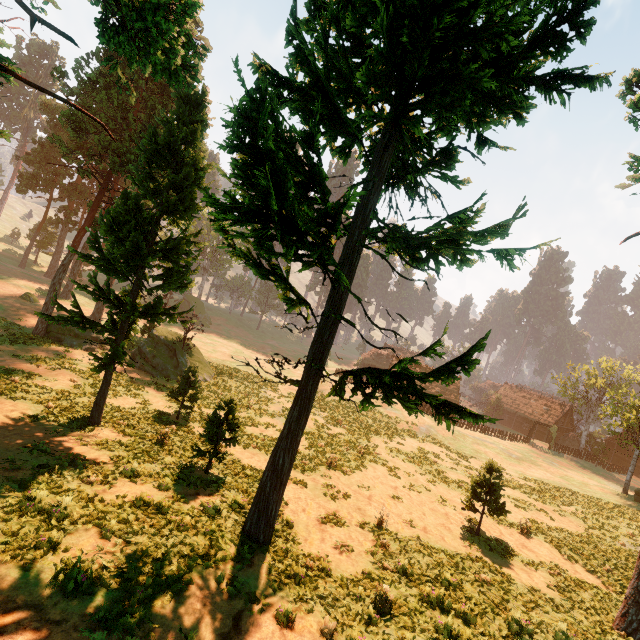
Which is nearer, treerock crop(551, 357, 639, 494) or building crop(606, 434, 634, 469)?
treerock crop(551, 357, 639, 494)

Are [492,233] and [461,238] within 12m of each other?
yes

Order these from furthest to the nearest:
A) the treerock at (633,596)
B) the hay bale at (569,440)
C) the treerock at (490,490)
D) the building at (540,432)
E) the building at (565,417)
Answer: the building at (565,417) < the building at (540,432) < the hay bale at (569,440) < the treerock at (490,490) < the treerock at (633,596)

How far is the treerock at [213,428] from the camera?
13.3m

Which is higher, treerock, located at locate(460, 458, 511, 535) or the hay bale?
treerock, located at locate(460, 458, 511, 535)

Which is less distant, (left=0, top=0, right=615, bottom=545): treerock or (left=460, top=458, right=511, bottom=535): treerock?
Result: (left=0, top=0, right=615, bottom=545): treerock

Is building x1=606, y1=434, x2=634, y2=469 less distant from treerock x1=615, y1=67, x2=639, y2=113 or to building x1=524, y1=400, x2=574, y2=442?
treerock x1=615, y1=67, x2=639, y2=113

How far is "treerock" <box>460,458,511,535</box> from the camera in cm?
1500
